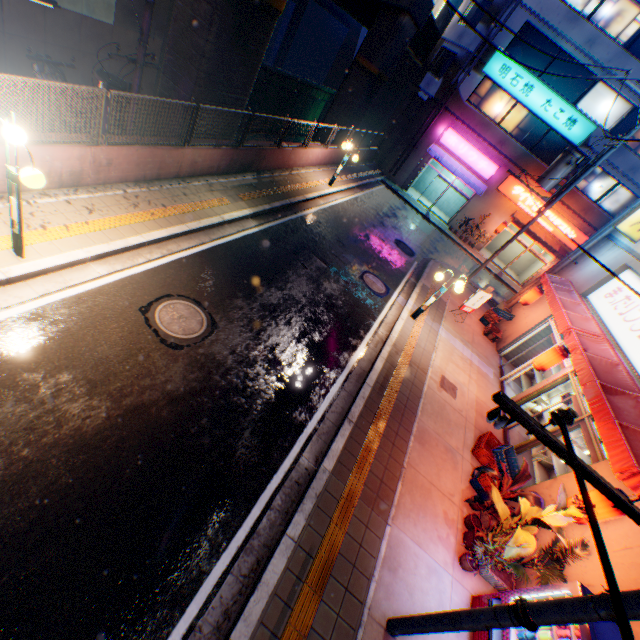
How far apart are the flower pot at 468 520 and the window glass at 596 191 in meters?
24.3

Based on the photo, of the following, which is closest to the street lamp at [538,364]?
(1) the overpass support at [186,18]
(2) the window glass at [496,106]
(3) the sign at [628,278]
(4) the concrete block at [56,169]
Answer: (3) the sign at [628,278]

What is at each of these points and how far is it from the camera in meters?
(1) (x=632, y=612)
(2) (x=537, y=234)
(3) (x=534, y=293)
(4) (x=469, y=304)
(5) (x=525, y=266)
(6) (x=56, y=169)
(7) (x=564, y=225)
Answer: (1) electric pole, 2.9
(2) awning, 22.9
(3) street lamp, 13.7
(4) sign, 13.7
(5) building, 27.2
(6) concrete block, 6.8
(7) sign, 22.3

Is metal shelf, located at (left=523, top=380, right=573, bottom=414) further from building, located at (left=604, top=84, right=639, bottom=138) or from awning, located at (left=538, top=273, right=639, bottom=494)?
building, located at (left=604, top=84, right=639, bottom=138)

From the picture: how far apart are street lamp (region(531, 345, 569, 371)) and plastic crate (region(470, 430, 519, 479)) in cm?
254

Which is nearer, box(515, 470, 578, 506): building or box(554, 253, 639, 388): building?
box(515, 470, 578, 506): building

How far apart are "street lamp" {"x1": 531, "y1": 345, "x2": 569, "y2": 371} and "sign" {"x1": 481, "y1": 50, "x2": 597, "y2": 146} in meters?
18.0

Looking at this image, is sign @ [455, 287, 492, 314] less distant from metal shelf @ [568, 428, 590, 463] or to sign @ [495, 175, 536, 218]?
metal shelf @ [568, 428, 590, 463]
